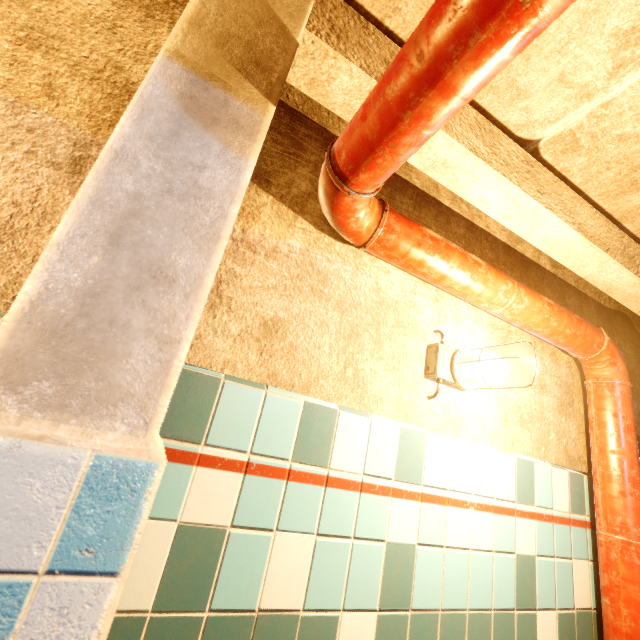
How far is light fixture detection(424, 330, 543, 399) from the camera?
1.3m

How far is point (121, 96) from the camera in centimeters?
113cm

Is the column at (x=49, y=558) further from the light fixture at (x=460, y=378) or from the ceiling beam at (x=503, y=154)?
the light fixture at (x=460, y=378)

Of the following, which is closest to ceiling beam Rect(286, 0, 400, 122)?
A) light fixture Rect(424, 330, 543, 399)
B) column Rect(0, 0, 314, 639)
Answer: column Rect(0, 0, 314, 639)

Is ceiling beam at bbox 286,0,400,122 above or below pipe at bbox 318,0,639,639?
above

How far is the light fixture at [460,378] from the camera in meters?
1.3 m

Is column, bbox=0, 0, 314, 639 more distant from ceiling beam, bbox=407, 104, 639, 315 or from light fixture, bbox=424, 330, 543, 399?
light fixture, bbox=424, 330, 543, 399
